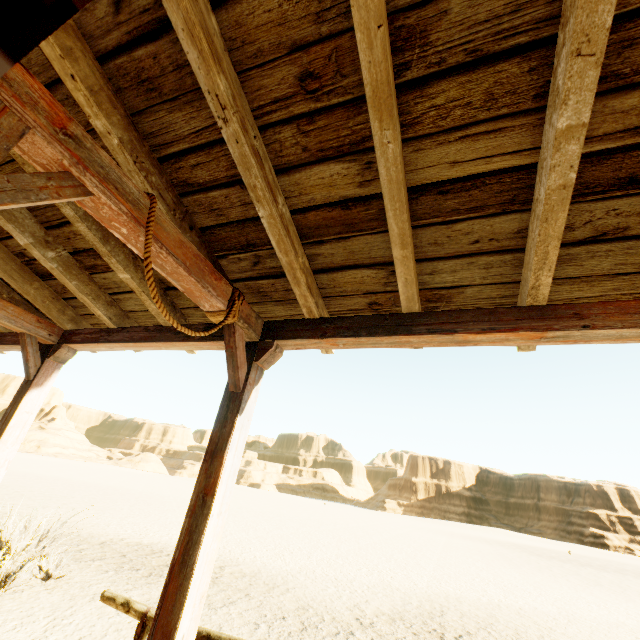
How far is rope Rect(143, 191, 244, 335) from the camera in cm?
151

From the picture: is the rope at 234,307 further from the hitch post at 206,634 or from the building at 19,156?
the hitch post at 206,634

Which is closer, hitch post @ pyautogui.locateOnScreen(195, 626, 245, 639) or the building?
the building

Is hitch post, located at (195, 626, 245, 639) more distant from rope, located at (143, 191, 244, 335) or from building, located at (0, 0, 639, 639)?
rope, located at (143, 191, 244, 335)

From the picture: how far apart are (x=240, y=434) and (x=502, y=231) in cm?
204
